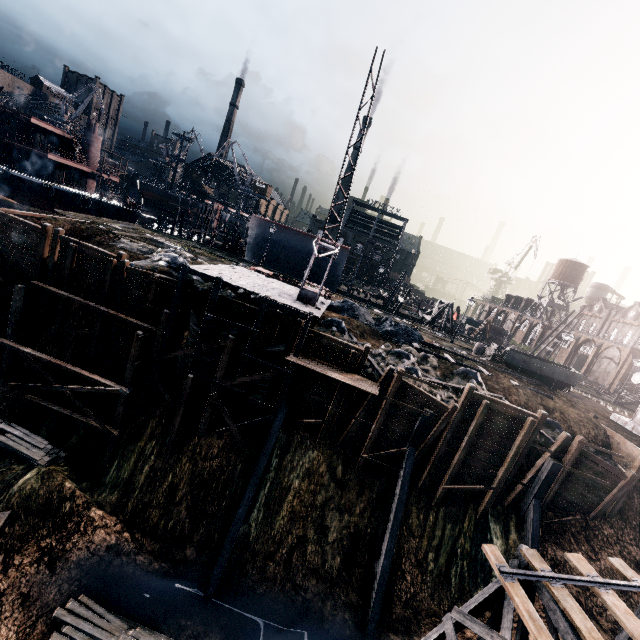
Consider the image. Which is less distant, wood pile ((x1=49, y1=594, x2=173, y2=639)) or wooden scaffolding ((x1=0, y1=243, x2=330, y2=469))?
wood pile ((x1=49, y1=594, x2=173, y2=639))

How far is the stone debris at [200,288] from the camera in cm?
2259

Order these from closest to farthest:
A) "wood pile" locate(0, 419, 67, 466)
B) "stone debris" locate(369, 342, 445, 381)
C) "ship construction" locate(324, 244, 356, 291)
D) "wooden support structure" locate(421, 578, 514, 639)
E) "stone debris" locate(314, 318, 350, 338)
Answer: "wooden support structure" locate(421, 578, 514, 639)
"wood pile" locate(0, 419, 67, 466)
"stone debris" locate(369, 342, 445, 381)
"stone debris" locate(314, 318, 350, 338)
"ship construction" locate(324, 244, 356, 291)

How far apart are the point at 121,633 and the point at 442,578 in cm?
1713

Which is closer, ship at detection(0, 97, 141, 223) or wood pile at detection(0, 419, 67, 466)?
wood pile at detection(0, 419, 67, 466)

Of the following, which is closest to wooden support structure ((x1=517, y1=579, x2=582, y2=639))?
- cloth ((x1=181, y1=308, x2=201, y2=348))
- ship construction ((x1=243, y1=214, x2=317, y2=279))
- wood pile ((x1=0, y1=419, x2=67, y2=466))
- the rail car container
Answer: the rail car container

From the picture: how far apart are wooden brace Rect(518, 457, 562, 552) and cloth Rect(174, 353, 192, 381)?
23.2m

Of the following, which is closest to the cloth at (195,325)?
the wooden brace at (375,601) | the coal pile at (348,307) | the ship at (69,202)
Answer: the coal pile at (348,307)
